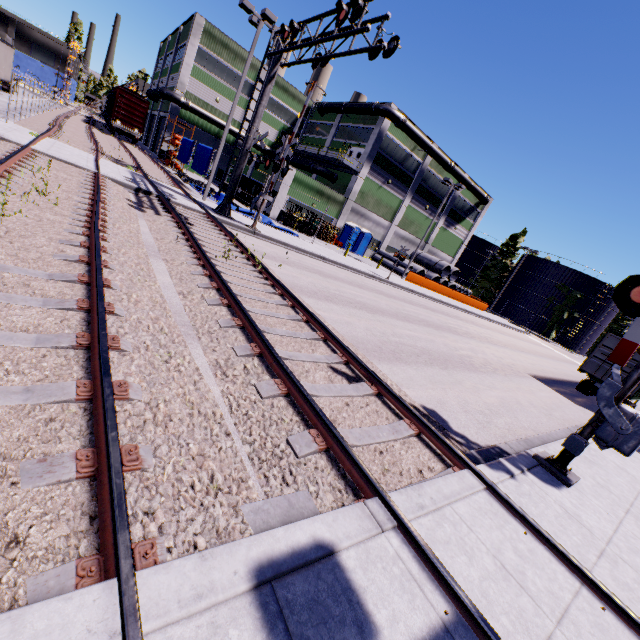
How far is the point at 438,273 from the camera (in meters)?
40.31

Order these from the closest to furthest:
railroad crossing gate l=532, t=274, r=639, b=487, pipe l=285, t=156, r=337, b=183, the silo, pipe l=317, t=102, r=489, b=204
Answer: railroad crossing gate l=532, t=274, r=639, b=487 < pipe l=317, t=102, r=489, b=204 < pipe l=285, t=156, r=337, b=183 < the silo

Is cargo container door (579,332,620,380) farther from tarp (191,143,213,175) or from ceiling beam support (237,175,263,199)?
ceiling beam support (237,175,263,199)

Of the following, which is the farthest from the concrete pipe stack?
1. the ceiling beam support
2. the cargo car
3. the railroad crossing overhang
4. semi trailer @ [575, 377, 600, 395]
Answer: the cargo car

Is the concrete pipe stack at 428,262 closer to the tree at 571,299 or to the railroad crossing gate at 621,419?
the tree at 571,299

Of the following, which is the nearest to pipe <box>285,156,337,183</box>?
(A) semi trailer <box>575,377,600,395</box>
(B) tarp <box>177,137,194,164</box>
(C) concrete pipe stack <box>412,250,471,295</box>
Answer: (B) tarp <box>177,137,194,164</box>

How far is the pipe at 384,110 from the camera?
31.84m

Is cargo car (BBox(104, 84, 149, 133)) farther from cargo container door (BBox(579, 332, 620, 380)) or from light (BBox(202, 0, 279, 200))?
cargo container door (BBox(579, 332, 620, 380))
